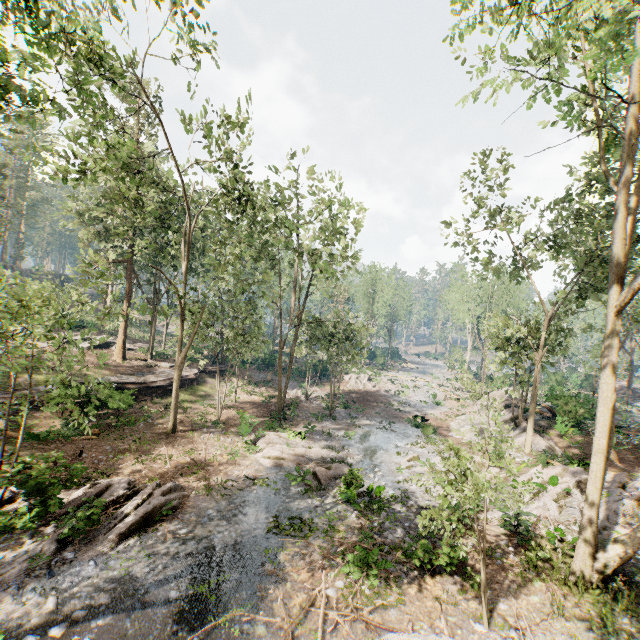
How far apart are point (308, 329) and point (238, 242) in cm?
997

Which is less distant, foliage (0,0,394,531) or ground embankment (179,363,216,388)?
foliage (0,0,394,531)

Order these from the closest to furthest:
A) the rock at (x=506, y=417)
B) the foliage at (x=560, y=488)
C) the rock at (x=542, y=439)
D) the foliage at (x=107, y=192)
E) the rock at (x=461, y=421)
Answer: the foliage at (x=560, y=488) → the foliage at (x=107, y=192) → the rock at (x=542, y=439) → the rock at (x=506, y=417) → the rock at (x=461, y=421)

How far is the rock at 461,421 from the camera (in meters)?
26.36

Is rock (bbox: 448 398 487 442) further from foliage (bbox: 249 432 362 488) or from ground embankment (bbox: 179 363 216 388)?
ground embankment (bbox: 179 363 216 388)

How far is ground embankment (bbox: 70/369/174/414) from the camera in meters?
20.0 m
